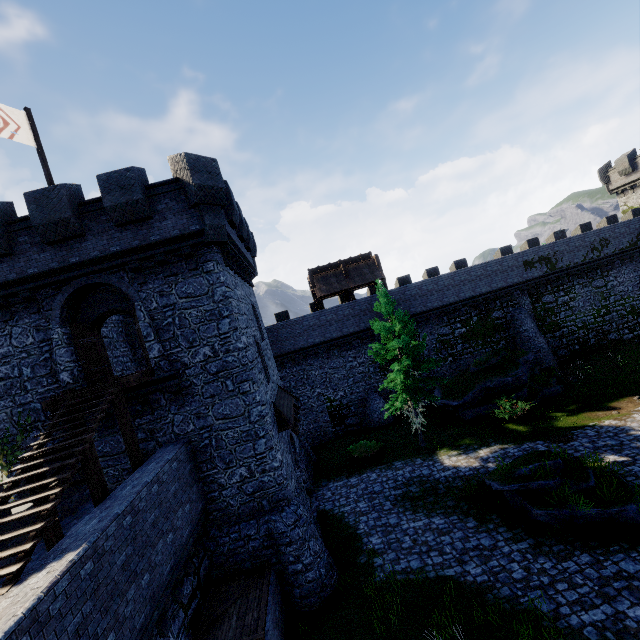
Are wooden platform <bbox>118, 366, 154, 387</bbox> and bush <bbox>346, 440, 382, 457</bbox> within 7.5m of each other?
no

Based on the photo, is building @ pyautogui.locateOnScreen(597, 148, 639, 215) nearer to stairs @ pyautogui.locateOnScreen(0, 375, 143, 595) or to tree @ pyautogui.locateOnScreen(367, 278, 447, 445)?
tree @ pyautogui.locateOnScreen(367, 278, 447, 445)

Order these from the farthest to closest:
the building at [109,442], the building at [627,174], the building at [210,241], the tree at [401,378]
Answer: the building at [627,174] → the tree at [401,378] → the building at [109,442] → the building at [210,241]

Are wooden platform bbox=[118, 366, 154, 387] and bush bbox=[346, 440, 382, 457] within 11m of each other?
no

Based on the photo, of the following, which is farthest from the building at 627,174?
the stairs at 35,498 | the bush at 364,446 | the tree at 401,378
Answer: the stairs at 35,498

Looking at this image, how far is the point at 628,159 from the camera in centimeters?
3338cm

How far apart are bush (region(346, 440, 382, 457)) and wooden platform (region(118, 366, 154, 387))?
13.5 meters

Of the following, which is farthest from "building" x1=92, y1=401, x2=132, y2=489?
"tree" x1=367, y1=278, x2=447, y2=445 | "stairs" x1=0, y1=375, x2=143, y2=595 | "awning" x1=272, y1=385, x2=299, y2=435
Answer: "tree" x1=367, y1=278, x2=447, y2=445
